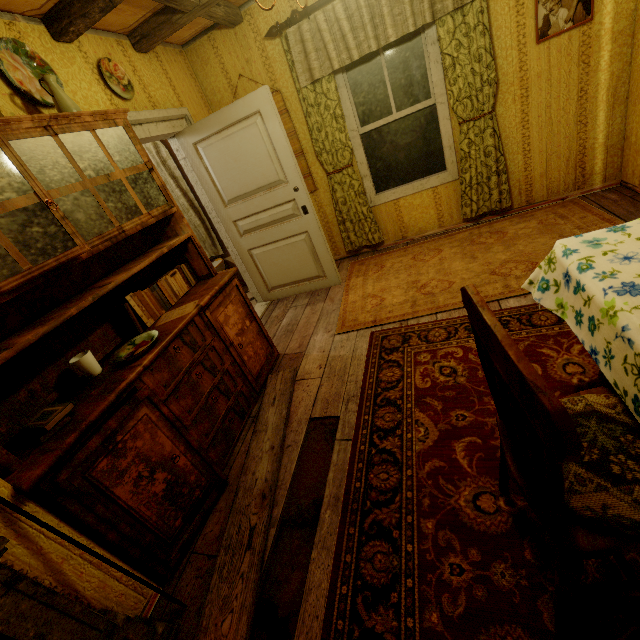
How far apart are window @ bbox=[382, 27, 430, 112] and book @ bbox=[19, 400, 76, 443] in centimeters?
376cm

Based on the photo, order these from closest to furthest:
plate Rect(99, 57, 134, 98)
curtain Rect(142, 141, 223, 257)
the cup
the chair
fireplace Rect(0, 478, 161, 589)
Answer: the chair < fireplace Rect(0, 478, 161, 589) < the cup < plate Rect(99, 57, 134, 98) < curtain Rect(142, 141, 223, 257)

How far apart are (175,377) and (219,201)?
2.36m

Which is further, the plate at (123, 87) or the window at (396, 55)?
the window at (396, 55)

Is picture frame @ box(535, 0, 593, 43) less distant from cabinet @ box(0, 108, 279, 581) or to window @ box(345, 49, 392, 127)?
window @ box(345, 49, 392, 127)

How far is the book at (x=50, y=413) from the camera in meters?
1.4

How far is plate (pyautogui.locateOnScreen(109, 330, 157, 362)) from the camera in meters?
1.9

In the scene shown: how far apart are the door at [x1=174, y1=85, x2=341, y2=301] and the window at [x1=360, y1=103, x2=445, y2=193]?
1.05m
